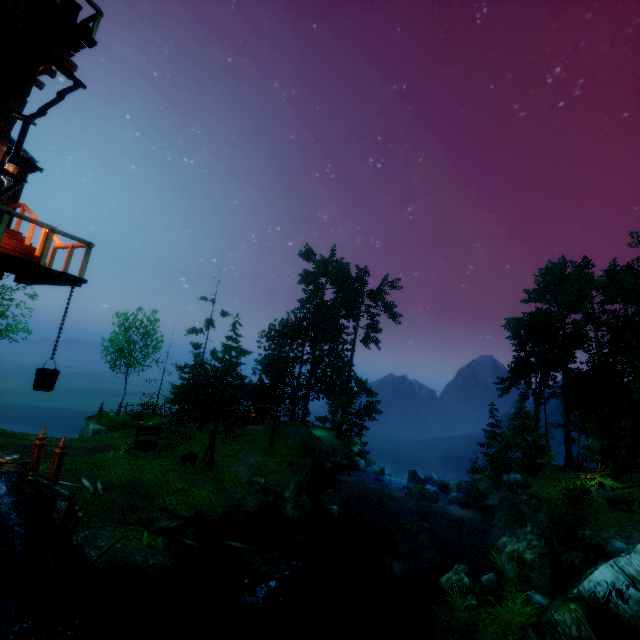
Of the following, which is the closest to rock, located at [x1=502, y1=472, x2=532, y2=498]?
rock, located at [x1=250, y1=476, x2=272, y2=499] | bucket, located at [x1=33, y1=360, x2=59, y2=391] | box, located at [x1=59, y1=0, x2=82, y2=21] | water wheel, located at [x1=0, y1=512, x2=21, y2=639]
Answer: rock, located at [x1=250, y1=476, x2=272, y2=499]

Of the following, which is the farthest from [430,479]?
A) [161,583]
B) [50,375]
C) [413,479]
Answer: [50,375]

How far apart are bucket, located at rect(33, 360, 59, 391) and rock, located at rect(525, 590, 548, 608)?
18.1m

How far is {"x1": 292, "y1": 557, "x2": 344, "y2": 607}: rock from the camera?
13.8 meters

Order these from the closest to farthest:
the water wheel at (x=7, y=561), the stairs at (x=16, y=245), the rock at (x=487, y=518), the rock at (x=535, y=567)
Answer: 1. the water wheel at (x=7, y=561)
2. the stairs at (x=16, y=245)
3. the rock at (x=535, y=567)
4. the rock at (x=487, y=518)

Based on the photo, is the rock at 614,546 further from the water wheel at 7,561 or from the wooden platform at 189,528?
the water wheel at 7,561

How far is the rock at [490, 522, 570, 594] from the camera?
13.1 meters

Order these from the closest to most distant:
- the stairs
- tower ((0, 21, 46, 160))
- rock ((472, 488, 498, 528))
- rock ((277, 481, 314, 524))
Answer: tower ((0, 21, 46, 160)), the stairs, rock ((277, 481, 314, 524)), rock ((472, 488, 498, 528))
